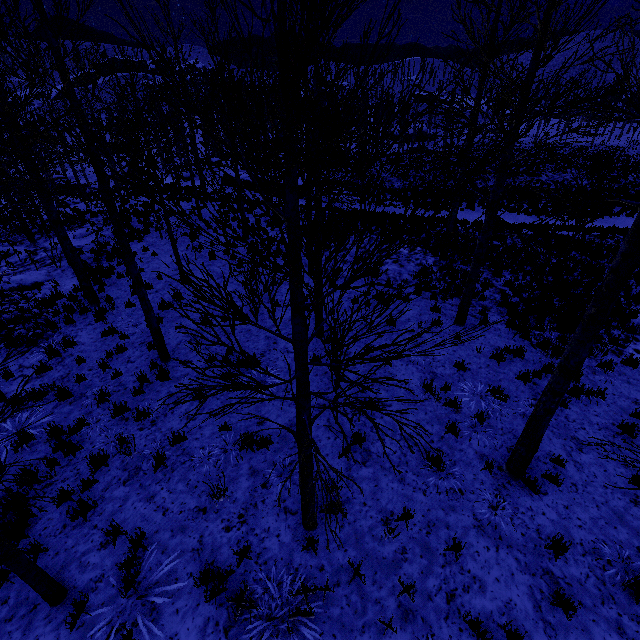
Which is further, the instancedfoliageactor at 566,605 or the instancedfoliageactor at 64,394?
the instancedfoliageactor at 566,605

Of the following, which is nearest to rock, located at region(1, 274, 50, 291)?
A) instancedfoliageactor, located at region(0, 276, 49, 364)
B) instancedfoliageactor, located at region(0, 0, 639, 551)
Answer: instancedfoliageactor, located at region(0, 276, 49, 364)

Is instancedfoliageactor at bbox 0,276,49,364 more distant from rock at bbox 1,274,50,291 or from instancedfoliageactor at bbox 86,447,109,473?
rock at bbox 1,274,50,291

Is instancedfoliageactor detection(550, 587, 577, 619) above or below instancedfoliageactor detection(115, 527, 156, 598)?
above

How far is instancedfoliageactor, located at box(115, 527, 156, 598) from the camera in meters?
4.2

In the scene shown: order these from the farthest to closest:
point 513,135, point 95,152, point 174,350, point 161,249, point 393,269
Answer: point 161,249
point 393,269
point 174,350
point 513,135
point 95,152
